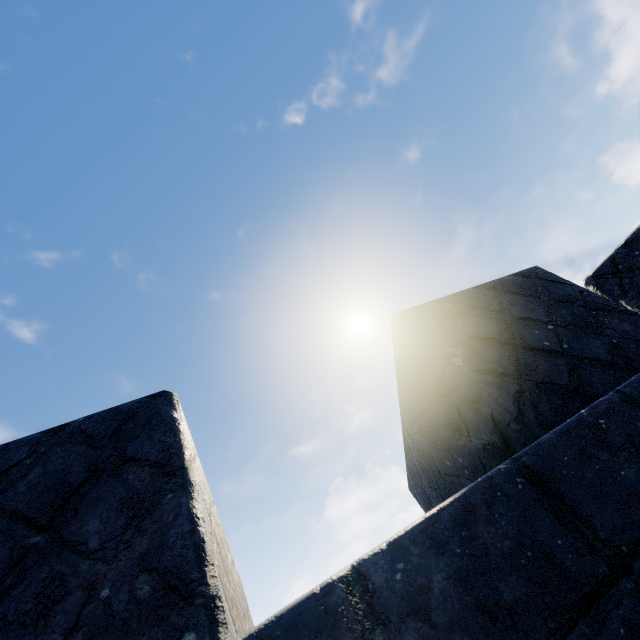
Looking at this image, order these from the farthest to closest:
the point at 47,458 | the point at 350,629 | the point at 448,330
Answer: the point at 448,330 < the point at 47,458 < the point at 350,629
